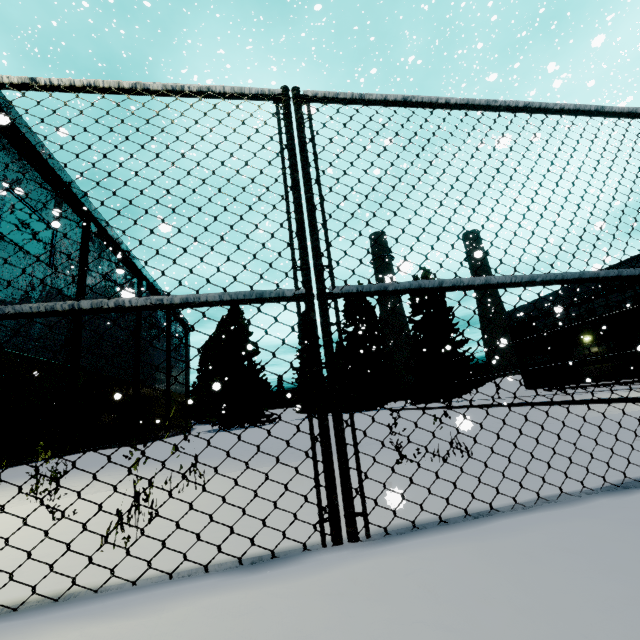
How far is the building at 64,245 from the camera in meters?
19.1 m

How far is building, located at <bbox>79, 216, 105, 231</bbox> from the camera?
21.9m

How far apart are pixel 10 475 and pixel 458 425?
13.0 meters

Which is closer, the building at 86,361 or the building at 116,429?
the building at 86,361

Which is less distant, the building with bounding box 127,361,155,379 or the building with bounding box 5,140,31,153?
the building with bounding box 5,140,31,153
